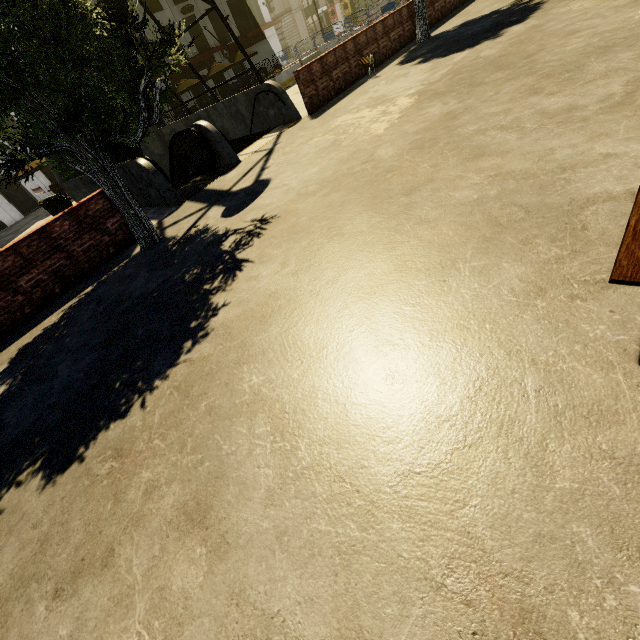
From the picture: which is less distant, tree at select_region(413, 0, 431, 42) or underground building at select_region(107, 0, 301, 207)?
underground building at select_region(107, 0, 301, 207)

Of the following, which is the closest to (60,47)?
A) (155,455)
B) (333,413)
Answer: (155,455)

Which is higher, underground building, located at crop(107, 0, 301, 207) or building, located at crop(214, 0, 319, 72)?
building, located at crop(214, 0, 319, 72)

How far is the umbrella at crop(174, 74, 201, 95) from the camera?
24.5m

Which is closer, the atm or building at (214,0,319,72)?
building at (214,0,319,72)

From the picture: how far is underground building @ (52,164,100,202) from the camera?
11.9m

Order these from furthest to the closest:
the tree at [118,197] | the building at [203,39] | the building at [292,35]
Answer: the building at [292,35] → the building at [203,39] → the tree at [118,197]

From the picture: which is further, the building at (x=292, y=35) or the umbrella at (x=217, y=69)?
the building at (x=292, y=35)
